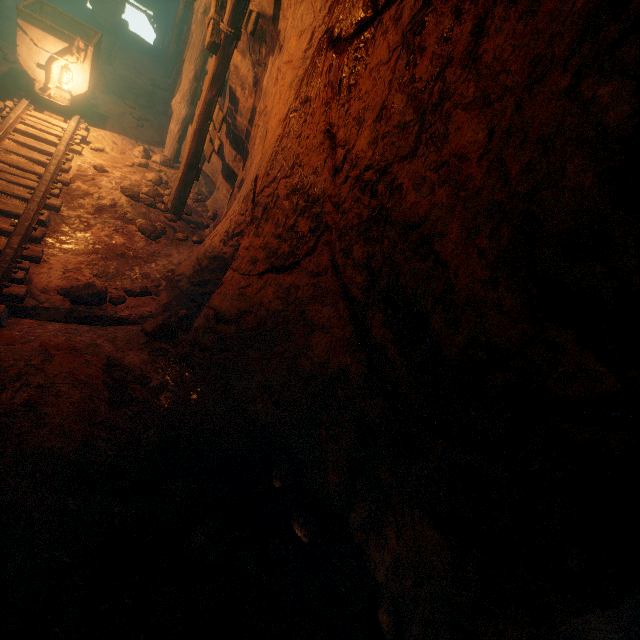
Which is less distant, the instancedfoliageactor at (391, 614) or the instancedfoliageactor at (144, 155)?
the instancedfoliageactor at (391, 614)

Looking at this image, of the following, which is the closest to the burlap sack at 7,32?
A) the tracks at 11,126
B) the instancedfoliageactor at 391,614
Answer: the tracks at 11,126

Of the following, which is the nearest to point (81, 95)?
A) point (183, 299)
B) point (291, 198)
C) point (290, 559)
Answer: point (183, 299)

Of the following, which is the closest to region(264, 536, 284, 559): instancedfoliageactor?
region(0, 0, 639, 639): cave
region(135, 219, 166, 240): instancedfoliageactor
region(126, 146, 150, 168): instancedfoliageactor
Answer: region(0, 0, 639, 639): cave

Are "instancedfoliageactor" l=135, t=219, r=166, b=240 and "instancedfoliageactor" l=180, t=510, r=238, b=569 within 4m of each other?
no

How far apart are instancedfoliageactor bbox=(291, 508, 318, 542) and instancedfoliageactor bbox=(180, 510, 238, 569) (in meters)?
0.49

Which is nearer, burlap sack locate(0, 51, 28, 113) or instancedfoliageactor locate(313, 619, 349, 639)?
instancedfoliageactor locate(313, 619, 349, 639)

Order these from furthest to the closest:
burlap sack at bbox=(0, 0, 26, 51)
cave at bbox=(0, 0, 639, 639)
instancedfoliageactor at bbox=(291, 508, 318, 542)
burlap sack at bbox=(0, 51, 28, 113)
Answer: burlap sack at bbox=(0, 0, 26, 51), burlap sack at bbox=(0, 51, 28, 113), instancedfoliageactor at bbox=(291, 508, 318, 542), cave at bbox=(0, 0, 639, 639)
